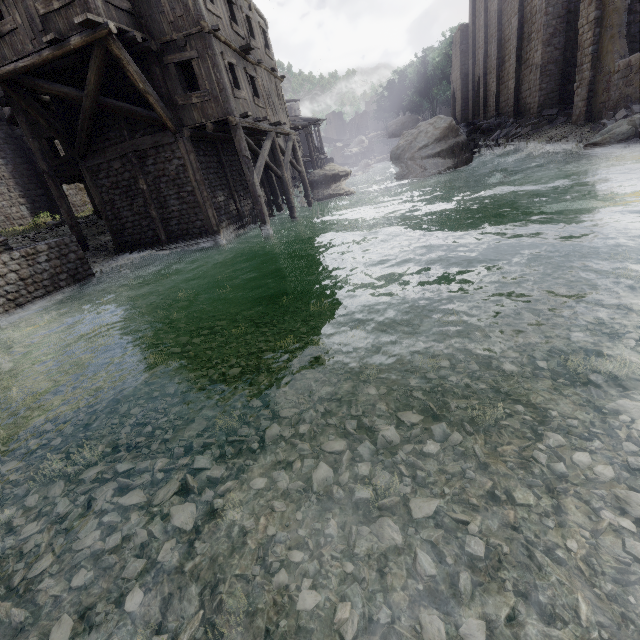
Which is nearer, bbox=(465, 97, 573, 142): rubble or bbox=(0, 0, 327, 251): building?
bbox=(0, 0, 327, 251): building

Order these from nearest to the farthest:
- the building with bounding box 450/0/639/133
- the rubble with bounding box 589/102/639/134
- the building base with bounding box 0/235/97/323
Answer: the building base with bounding box 0/235/97/323 → the rubble with bounding box 589/102/639/134 → the building with bounding box 450/0/639/133

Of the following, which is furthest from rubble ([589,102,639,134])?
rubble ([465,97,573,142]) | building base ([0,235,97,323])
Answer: building base ([0,235,97,323])

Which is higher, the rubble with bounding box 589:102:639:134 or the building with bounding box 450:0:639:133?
the building with bounding box 450:0:639:133

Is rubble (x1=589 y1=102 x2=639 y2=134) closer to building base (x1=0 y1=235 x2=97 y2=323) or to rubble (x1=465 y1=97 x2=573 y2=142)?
rubble (x1=465 y1=97 x2=573 y2=142)

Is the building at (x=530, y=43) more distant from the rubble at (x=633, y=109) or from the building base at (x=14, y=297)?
the building base at (x=14, y=297)

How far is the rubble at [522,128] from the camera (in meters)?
21.47

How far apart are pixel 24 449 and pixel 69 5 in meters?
13.0
